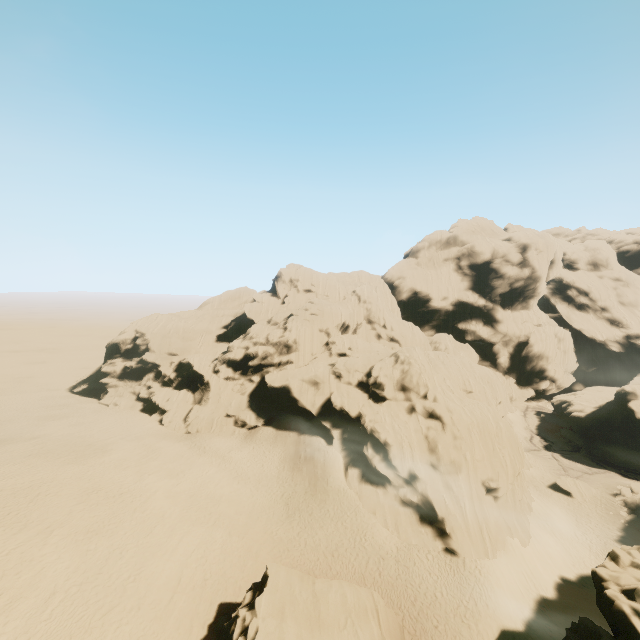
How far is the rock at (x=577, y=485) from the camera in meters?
38.5 m

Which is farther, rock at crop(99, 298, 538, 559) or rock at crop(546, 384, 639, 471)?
rock at crop(546, 384, 639, 471)

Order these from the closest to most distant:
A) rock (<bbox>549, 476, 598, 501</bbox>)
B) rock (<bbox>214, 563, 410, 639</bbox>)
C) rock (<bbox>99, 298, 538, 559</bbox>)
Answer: rock (<bbox>214, 563, 410, 639</bbox>)
rock (<bbox>99, 298, 538, 559</bbox>)
rock (<bbox>549, 476, 598, 501</bbox>)

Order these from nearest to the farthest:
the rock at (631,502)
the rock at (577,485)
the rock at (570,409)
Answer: the rock at (631,502)
the rock at (577,485)
the rock at (570,409)

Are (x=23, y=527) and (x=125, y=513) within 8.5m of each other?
yes

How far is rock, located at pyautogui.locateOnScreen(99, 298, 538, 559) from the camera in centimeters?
2883cm
